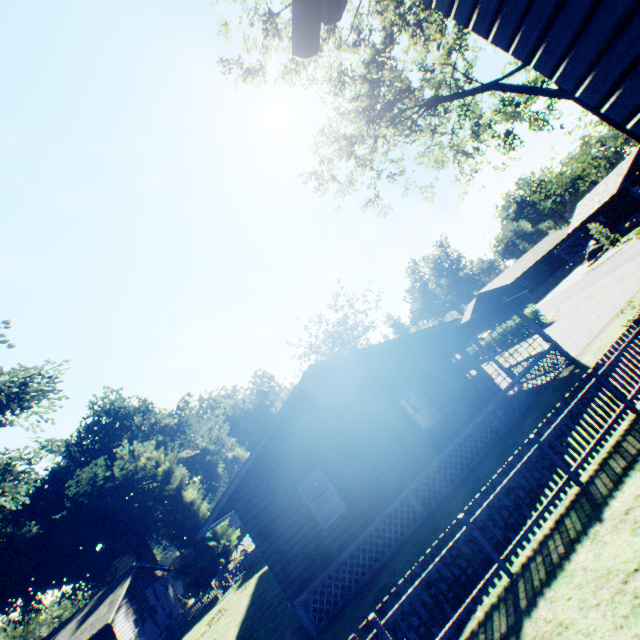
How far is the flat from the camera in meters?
11.3

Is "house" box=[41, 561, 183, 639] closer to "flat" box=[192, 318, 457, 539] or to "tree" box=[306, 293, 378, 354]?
"flat" box=[192, 318, 457, 539]

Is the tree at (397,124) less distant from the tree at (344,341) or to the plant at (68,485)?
the plant at (68,485)

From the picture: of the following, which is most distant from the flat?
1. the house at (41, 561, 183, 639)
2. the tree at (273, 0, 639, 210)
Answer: the house at (41, 561, 183, 639)

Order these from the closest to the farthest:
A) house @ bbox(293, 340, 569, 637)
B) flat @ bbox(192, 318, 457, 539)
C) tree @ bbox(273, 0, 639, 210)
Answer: house @ bbox(293, 340, 569, 637) → flat @ bbox(192, 318, 457, 539) → tree @ bbox(273, 0, 639, 210)

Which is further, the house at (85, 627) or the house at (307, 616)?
the house at (85, 627)

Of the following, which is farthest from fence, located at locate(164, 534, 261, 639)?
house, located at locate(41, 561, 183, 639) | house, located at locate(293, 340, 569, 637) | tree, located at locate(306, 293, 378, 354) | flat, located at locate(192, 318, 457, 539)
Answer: tree, located at locate(306, 293, 378, 354)

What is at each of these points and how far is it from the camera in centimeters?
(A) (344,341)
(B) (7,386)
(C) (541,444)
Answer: (A) tree, 5553cm
(B) plant, 2434cm
(C) fence, 721cm
